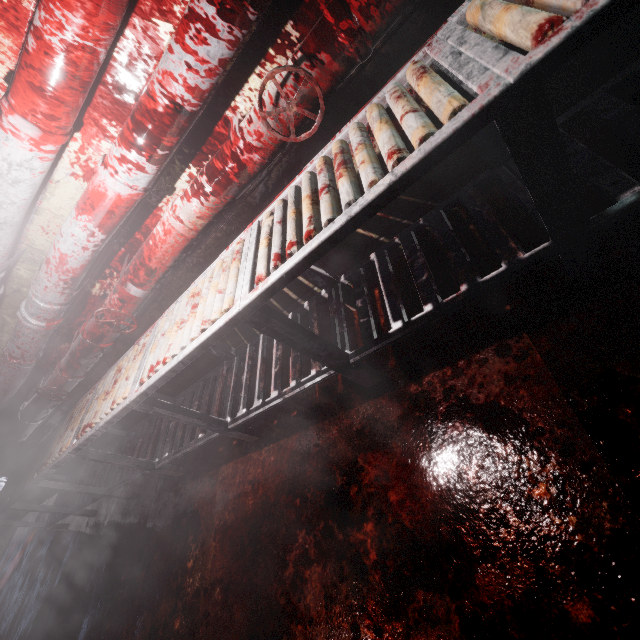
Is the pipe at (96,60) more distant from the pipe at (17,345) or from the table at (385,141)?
the table at (385,141)

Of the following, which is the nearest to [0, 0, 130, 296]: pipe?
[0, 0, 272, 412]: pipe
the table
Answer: [0, 0, 272, 412]: pipe

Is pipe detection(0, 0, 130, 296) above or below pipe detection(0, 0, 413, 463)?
above

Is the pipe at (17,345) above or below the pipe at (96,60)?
below

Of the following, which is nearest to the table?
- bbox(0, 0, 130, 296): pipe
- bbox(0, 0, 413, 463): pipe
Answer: bbox(0, 0, 413, 463): pipe

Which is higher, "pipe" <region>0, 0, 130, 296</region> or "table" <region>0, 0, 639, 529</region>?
"pipe" <region>0, 0, 130, 296</region>

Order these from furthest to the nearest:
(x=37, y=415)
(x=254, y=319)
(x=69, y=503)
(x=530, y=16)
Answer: (x=69, y=503)
(x=37, y=415)
(x=254, y=319)
(x=530, y=16)

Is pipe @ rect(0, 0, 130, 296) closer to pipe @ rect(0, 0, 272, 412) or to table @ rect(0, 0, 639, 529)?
pipe @ rect(0, 0, 272, 412)
